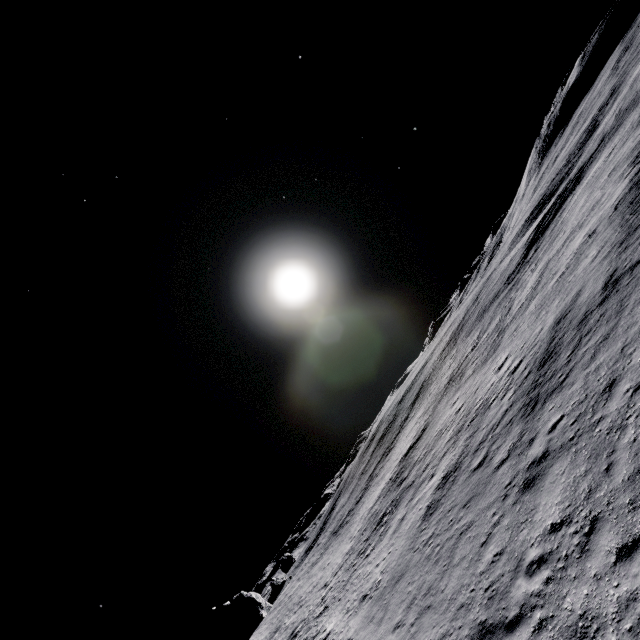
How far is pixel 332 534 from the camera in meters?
50.4
